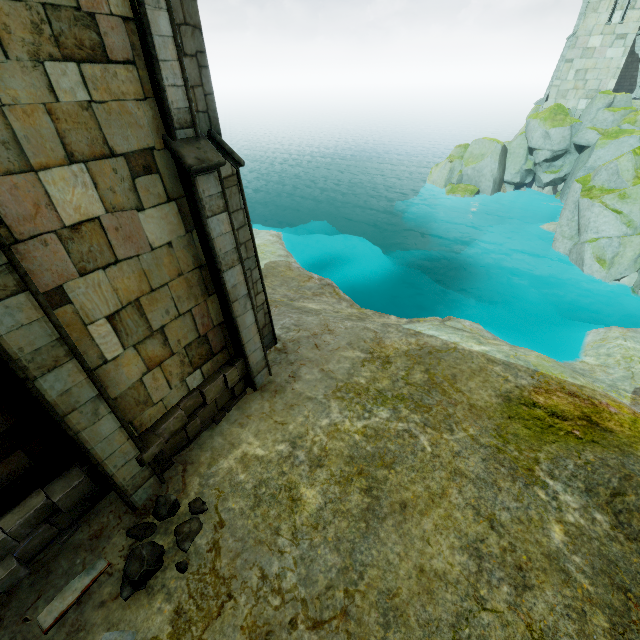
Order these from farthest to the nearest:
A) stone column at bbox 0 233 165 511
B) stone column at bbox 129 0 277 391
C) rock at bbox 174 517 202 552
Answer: rock at bbox 174 517 202 552 < stone column at bbox 129 0 277 391 < stone column at bbox 0 233 165 511

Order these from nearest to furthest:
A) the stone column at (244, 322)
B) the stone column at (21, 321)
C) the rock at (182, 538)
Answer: the stone column at (21, 321) < the stone column at (244, 322) < the rock at (182, 538)

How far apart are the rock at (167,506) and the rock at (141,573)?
0.39m

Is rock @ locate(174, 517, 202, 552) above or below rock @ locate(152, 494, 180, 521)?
below

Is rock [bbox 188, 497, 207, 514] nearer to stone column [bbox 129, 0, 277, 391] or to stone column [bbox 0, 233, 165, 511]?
stone column [bbox 0, 233, 165, 511]

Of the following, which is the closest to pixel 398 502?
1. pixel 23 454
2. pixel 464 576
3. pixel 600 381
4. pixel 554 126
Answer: pixel 464 576

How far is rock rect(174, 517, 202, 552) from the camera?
5.99m

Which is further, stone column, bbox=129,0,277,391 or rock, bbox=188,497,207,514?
rock, bbox=188,497,207,514
